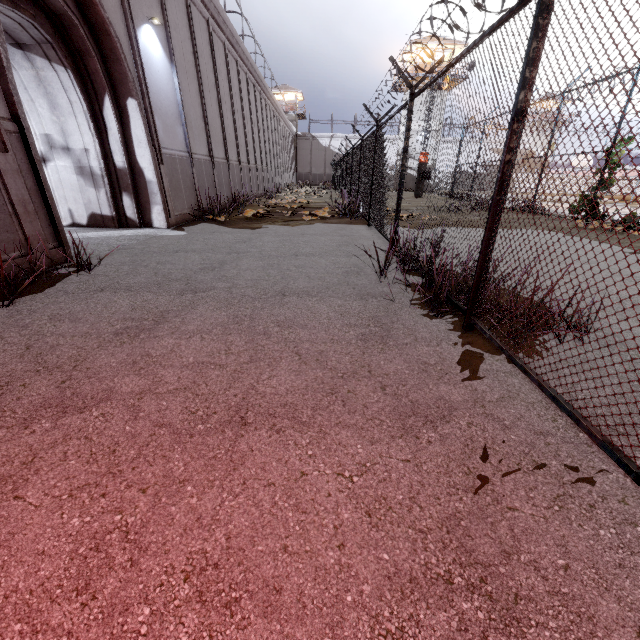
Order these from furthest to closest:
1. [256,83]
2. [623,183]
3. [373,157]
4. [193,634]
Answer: [623,183]
[256,83]
[373,157]
[193,634]

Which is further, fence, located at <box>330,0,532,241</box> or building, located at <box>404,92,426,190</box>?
building, located at <box>404,92,426,190</box>

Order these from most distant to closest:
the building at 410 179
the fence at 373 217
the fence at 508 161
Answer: the building at 410 179
the fence at 373 217
the fence at 508 161

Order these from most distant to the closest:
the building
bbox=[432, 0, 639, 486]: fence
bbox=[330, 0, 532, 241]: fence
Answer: the building < bbox=[330, 0, 532, 241]: fence < bbox=[432, 0, 639, 486]: fence

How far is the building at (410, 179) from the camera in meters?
36.7 m

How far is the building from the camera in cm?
3666

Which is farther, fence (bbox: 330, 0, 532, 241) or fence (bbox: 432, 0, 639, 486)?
fence (bbox: 330, 0, 532, 241)
